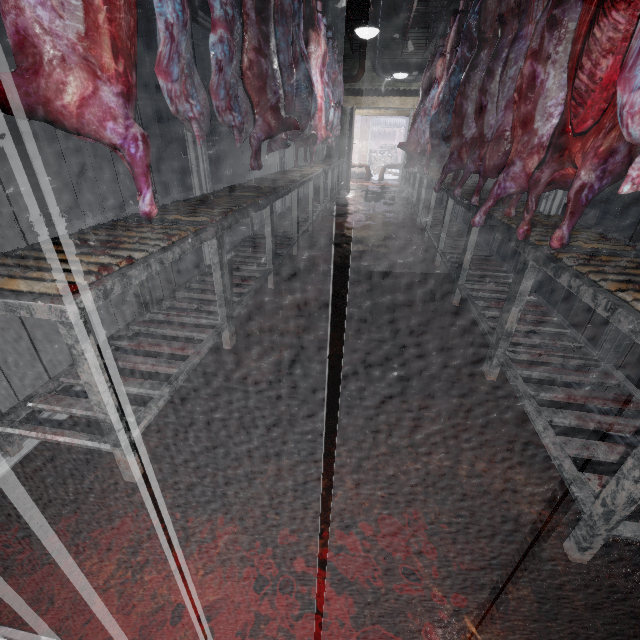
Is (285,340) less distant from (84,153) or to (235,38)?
(235,38)

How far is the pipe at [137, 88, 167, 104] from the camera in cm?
589

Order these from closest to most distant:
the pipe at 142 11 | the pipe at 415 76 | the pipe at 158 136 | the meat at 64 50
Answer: the meat at 64 50 → the pipe at 142 11 → the pipe at 158 136 → the pipe at 415 76

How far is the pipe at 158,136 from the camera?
6.3m

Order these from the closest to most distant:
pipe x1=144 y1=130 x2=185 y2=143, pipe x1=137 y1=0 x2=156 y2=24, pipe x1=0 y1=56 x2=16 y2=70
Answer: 1. pipe x1=0 y1=56 x2=16 y2=70
2. pipe x1=137 y1=0 x2=156 y2=24
3. pipe x1=144 y1=130 x2=185 y2=143

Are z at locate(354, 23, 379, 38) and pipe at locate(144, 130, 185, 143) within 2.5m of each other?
no

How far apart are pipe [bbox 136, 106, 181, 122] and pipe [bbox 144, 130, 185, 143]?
0.11m
